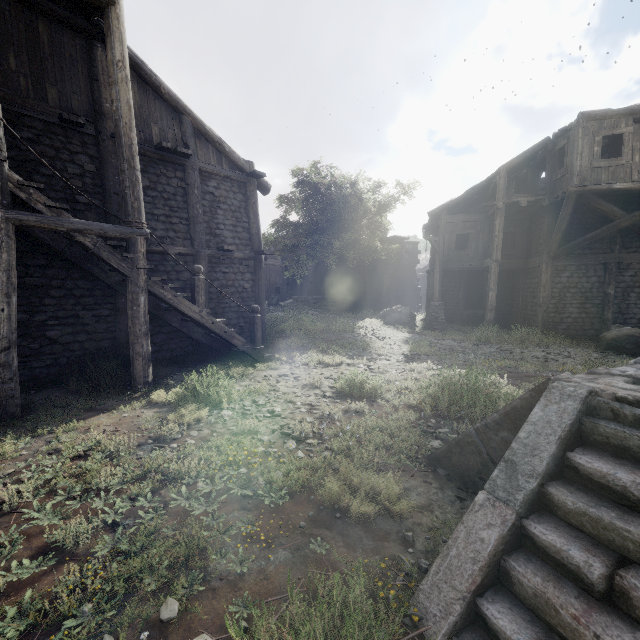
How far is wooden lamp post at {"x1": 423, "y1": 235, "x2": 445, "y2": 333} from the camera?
17.1m

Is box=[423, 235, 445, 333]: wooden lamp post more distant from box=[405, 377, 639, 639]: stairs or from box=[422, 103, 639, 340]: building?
box=[405, 377, 639, 639]: stairs

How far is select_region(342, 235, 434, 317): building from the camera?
26.48m

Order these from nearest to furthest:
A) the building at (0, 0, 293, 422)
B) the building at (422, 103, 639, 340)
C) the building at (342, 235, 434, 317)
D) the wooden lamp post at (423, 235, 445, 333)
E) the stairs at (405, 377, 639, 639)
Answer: the stairs at (405, 377, 639, 639) < the building at (0, 0, 293, 422) < the building at (422, 103, 639, 340) < the wooden lamp post at (423, 235, 445, 333) < the building at (342, 235, 434, 317)

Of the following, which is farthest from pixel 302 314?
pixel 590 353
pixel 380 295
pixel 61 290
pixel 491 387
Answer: pixel 491 387

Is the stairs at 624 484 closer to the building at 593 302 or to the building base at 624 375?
the building base at 624 375

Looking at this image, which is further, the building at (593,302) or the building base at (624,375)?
the building at (593,302)
